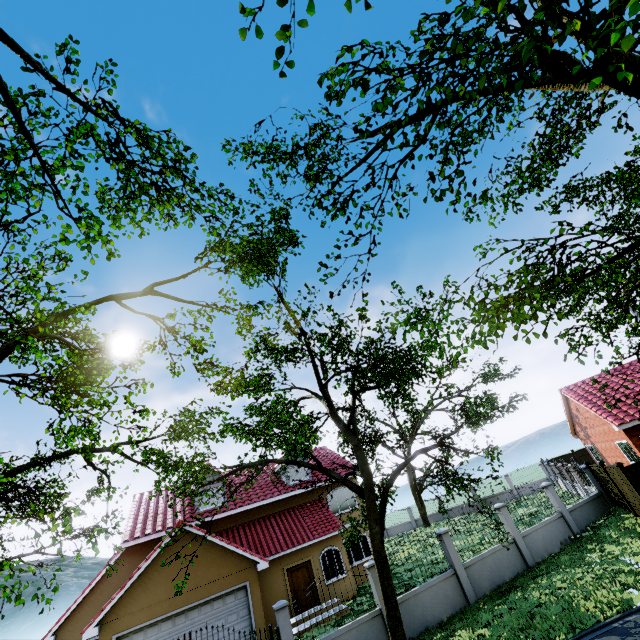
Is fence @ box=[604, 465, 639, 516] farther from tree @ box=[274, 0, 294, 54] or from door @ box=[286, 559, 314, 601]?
door @ box=[286, 559, 314, 601]

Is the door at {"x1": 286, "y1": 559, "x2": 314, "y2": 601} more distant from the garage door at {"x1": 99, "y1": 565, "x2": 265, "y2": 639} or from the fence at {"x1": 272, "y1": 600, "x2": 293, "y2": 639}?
the fence at {"x1": 272, "y1": 600, "x2": 293, "y2": 639}

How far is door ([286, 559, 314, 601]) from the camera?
17.7m

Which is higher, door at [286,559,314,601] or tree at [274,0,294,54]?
tree at [274,0,294,54]

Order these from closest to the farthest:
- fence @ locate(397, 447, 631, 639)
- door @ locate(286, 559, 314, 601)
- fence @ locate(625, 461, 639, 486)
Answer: fence @ locate(397, 447, 631, 639) < fence @ locate(625, 461, 639, 486) < door @ locate(286, 559, 314, 601)

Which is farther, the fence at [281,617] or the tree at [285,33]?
the fence at [281,617]

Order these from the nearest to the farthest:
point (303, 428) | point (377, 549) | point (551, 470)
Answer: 1. point (303, 428)
2. point (377, 549)
3. point (551, 470)

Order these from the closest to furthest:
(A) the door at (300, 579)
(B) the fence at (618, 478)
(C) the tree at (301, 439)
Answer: (C) the tree at (301, 439) < (B) the fence at (618, 478) < (A) the door at (300, 579)
